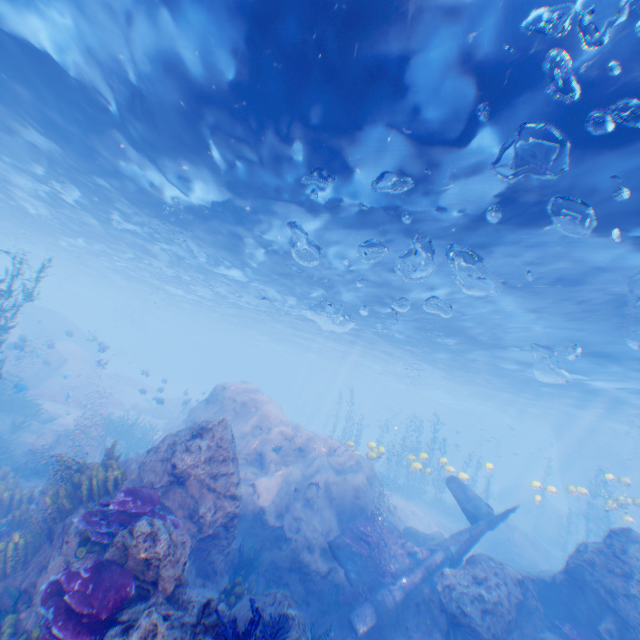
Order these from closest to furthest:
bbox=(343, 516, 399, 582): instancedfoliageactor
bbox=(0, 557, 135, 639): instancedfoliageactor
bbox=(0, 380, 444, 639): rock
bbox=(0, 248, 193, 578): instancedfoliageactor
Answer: A: bbox=(0, 557, 135, 639): instancedfoliageactor < bbox=(0, 380, 444, 639): rock < bbox=(0, 248, 193, 578): instancedfoliageactor < bbox=(343, 516, 399, 582): instancedfoliageactor

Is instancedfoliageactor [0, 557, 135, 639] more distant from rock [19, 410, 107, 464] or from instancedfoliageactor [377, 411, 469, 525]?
instancedfoliageactor [377, 411, 469, 525]

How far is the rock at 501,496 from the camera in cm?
3588

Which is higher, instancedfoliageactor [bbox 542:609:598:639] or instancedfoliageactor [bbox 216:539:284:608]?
instancedfoliageactor [bbox 542:609:598:639]

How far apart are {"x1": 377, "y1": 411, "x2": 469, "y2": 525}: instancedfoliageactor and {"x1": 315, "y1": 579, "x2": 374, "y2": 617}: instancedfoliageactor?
20.9 meters

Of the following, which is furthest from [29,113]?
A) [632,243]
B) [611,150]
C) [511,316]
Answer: [511,316]

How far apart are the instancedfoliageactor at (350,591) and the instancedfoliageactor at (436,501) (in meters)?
20.90

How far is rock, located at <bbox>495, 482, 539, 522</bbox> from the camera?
35.9 meters
